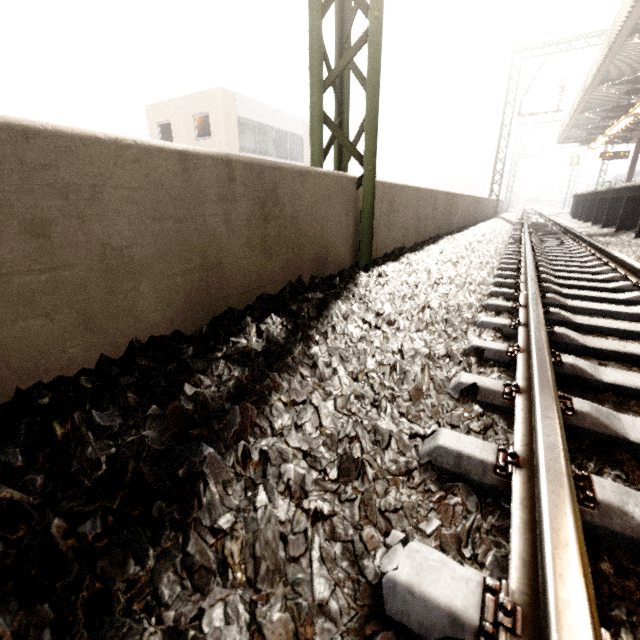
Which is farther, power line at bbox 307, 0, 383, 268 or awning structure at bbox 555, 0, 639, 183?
awning structure at bbox 555, 0, 639, 183

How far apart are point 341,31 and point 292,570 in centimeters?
422cm

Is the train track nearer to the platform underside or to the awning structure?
the platform underside

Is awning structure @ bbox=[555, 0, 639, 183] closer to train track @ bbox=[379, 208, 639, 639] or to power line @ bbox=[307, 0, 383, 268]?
power line @ bbox=[307, 0, 383, 268]

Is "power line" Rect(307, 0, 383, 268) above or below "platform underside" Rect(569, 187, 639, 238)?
above

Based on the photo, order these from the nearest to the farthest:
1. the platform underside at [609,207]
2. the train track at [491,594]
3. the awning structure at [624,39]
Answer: the train track at [491,594] < the platform underside at [609,207] < the awning structure at [624,39]

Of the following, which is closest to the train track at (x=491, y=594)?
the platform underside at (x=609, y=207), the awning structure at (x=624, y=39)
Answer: the platform underside at (x=609, y=207)

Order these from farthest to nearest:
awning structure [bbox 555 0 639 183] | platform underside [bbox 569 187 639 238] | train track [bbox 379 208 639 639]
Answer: awning structure [bbox 555 0 639 183] < platform underside [bbox 569 187 639 238] < train track [bbox 379 208 639 639]
